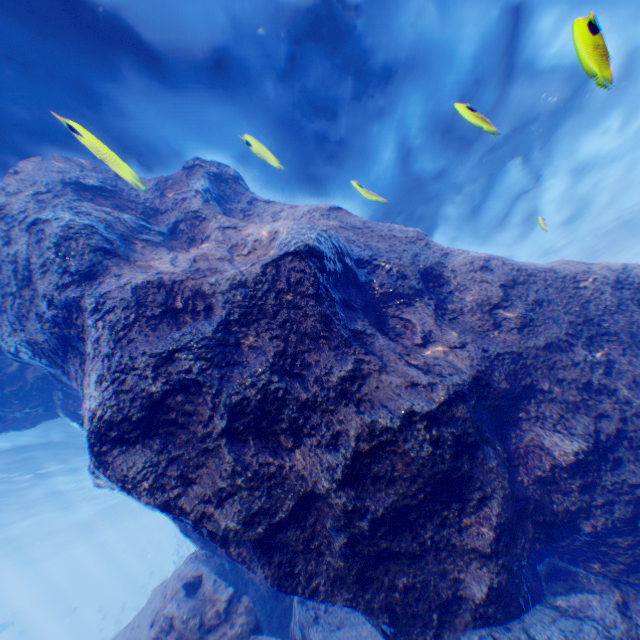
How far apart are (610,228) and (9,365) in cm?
3159

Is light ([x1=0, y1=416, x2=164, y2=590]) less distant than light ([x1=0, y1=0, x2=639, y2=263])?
No

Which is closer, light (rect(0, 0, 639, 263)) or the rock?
the rock

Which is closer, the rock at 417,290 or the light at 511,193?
the rock at 417,290

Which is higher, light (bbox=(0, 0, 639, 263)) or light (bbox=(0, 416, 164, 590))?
light (bbox=(0, 416, 164, 590))

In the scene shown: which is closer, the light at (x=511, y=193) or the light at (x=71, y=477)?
the light at (x=511, y=193)

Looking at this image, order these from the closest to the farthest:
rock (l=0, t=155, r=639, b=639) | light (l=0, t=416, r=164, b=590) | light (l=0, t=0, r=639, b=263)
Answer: rock (l=0, t=155, r=639, b=639) → light (l=0, t=0, r=639, b=263) → light (l=0, t=416, r=164, b=590)
